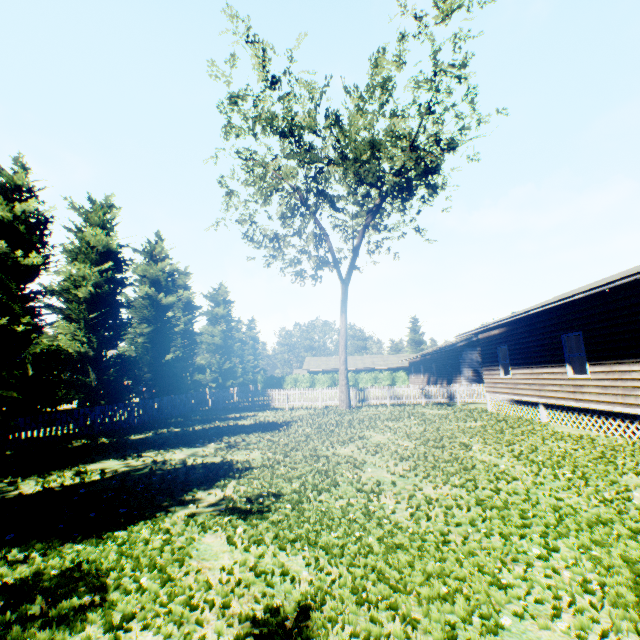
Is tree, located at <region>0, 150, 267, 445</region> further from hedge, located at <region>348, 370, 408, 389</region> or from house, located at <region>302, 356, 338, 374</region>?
house, located at <region>302, 356, 338, 374</region>

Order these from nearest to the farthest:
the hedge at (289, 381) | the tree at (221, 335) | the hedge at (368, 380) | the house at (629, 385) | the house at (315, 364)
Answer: the house at (629, 385)
the tree at (221, 335)
the hedge at (368, 380)
the hedge at (289, 381)
the house at (315, 364)

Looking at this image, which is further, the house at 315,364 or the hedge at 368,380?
the house at 315,364

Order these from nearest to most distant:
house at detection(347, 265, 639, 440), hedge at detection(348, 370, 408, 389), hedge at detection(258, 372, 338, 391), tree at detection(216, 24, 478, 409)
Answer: house at detection(347, 265, 639, 440) < tree at detection(216, 24, 478, 409) < hedge at detection(348, 370, 408, 389) < hedge at detection(258, 372, 338, 391)

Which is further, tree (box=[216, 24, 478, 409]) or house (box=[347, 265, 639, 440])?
tree (box=[216, 24, 478, 409])

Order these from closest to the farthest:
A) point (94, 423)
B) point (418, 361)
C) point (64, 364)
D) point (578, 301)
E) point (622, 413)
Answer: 1. point (622, 413)
2. point (578, 301)
3. point (94, 423)
4. point (64, 364)
5. point (418, 361)

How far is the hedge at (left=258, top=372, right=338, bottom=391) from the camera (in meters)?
48.47
